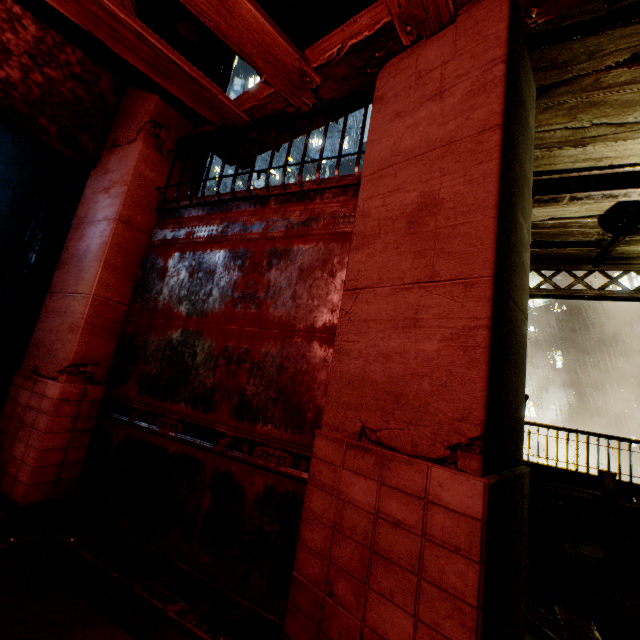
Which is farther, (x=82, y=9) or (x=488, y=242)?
(x=82, y=9)

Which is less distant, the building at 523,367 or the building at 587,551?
the building at 523,367

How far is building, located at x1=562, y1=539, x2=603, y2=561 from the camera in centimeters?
556cm

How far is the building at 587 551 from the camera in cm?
556

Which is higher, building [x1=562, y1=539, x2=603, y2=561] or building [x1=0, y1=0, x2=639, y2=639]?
building [x1=0, y1=0, x2=639, y2=639]

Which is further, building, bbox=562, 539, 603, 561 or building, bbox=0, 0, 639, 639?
building, bbox=562, 539, 603, 561
